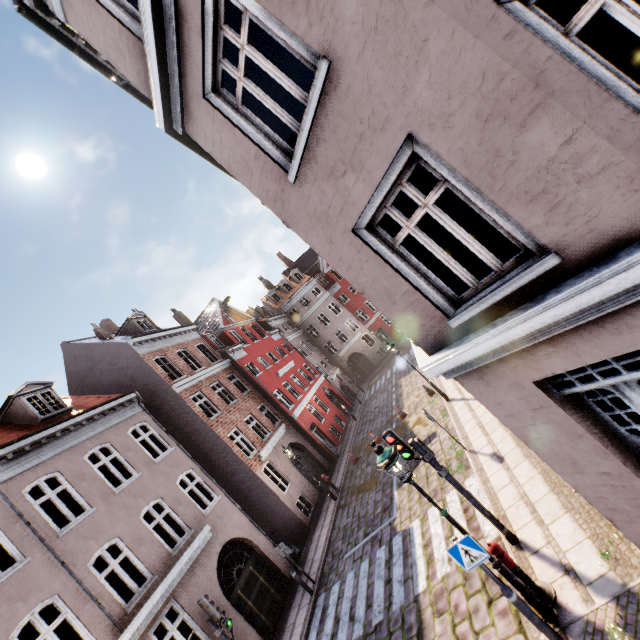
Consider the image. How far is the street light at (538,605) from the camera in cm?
520

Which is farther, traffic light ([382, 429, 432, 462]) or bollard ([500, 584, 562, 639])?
traffic light ([382, 429, 432, 462])

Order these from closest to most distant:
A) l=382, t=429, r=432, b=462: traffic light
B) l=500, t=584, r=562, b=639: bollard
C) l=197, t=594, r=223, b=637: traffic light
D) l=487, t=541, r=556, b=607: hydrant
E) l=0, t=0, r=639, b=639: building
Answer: l=0, t=0, r=639, b=639: building → l=500, t=584, r=562, b=639: bollard → l=487, t=541, r=556, b=607: hydrant → l=382, t=429, r=432, b=462: traffic light → l=197, t=594, r=223, b=637: traffic light

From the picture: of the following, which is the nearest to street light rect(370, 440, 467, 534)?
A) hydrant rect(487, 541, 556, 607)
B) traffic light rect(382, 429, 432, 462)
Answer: hydrant rect(487, 541, 556, 607)

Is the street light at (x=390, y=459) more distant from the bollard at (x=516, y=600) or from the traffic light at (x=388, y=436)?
the traffic light at (x=388, y=436)

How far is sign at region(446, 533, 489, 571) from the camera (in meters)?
5.25

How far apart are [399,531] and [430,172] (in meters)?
13.89

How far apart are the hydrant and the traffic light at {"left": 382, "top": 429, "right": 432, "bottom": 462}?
1.6m
